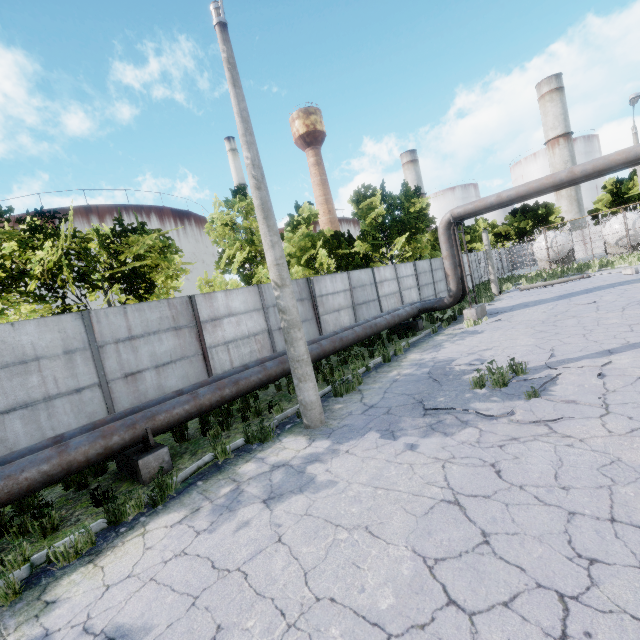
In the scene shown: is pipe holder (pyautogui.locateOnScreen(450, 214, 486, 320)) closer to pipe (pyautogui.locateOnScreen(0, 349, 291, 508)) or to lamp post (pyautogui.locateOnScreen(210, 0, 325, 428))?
pipe (pyautogui.locateOnScreen(0, 349, 291, 508))

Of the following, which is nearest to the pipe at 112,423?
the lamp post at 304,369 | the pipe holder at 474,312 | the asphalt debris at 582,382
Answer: the pipe holder at 474,312

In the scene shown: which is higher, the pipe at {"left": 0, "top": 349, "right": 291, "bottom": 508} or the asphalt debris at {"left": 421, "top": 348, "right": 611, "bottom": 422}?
the pipe at {"left": 0, "top": 349, "right": 291, "bottom": 508}

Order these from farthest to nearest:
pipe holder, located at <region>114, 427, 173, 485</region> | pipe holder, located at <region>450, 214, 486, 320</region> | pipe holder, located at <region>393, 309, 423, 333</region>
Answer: pipe holder, located at <region>393, 309, 423, 333</region> → pipe holder, located at <region>450, 214, 486, 320</region> → pipe holder, located at <region>114, 427, 173, 485</region>

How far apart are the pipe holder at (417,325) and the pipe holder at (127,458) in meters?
12.4

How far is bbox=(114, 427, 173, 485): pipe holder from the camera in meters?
6.1

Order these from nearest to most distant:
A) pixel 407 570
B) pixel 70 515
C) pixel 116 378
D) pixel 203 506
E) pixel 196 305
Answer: pixel 407 570, pixel 203 506, pixel 70 515, pixel 116 378, pixel 196 305

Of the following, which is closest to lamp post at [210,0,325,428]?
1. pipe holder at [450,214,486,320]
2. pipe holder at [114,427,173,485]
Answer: pipe holder at [114,427,173,485]
